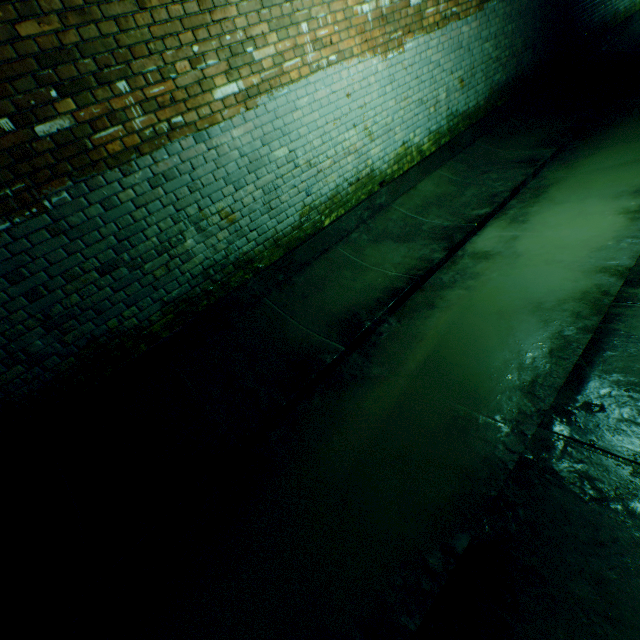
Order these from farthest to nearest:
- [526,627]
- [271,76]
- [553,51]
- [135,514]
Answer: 1. [553,51]
2. [271,76]
3. [135,514]
4. [526,627]
